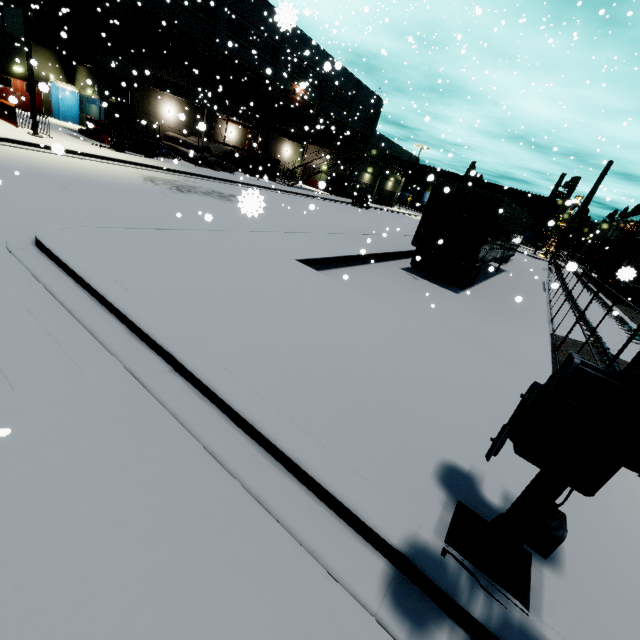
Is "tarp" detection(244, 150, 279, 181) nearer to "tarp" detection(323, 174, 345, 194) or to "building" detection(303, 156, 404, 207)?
"building" detection(303, 156, 404, 207)

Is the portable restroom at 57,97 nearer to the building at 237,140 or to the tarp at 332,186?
the building at 237,140

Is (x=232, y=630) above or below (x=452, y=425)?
below

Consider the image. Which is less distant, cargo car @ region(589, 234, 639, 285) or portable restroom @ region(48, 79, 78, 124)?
cargo car @ region(589, 234, 639, 285)

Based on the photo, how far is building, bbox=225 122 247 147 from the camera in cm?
3358

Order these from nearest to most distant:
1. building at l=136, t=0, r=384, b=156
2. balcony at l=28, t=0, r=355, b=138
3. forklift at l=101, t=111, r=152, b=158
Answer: forklift at l=101, t=111, r=152, b=158, balcony at l=28, t=0, r=355, b=138, building at l=136, t=0, r=384, b=156

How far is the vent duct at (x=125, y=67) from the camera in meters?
23.4

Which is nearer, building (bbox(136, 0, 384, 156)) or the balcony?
the balcony
